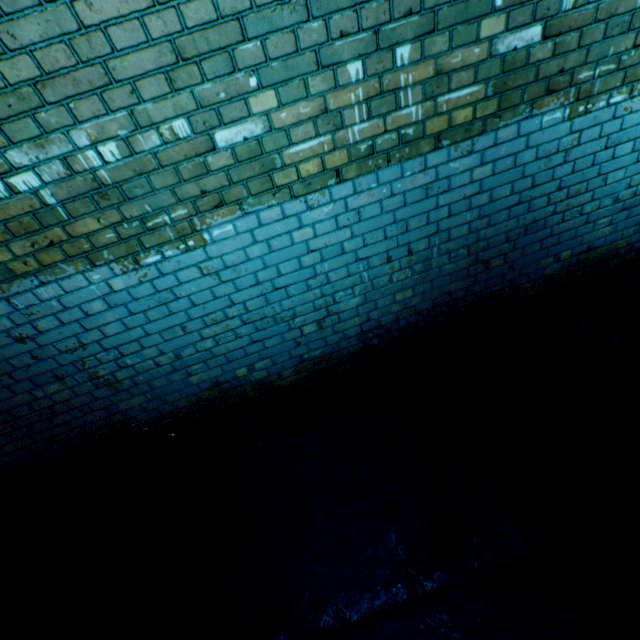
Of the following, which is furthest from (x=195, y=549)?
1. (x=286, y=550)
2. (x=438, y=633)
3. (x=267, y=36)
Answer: (x=267, y=36)
